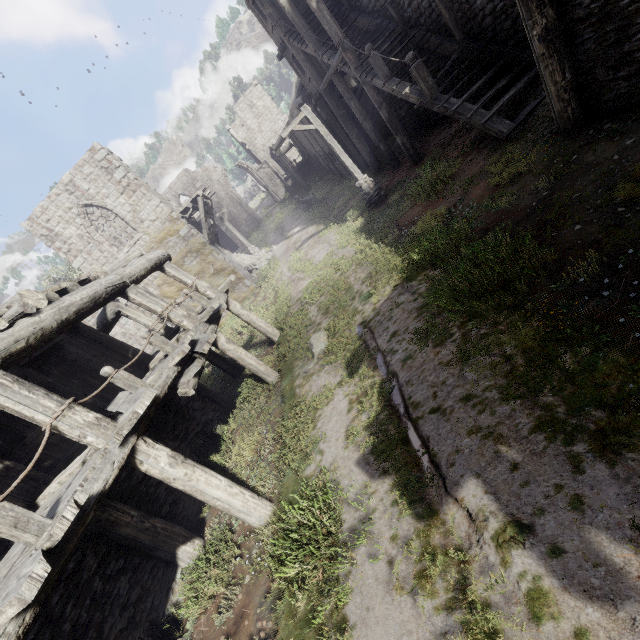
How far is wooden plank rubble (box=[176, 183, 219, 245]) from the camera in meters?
19.1

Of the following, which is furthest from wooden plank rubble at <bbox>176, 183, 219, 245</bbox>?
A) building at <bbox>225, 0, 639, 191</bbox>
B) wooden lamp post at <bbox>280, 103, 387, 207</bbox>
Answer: wooden lamp post at <bbox>280, 103, 387, 207</bbox>

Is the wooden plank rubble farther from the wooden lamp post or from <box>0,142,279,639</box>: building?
the wooden lamp post

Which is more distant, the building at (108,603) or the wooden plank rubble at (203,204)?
the wooden plank rubble at (203,204)

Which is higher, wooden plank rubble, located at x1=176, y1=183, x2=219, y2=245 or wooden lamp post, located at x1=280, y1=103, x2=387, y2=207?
wooden plank rubble, located at x1=176, y1=183, x2=219, y2=245

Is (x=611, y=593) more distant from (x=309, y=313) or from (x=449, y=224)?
(x=309, y=313)

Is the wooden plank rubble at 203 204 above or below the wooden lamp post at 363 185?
above

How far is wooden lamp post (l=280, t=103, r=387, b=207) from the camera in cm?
1266
